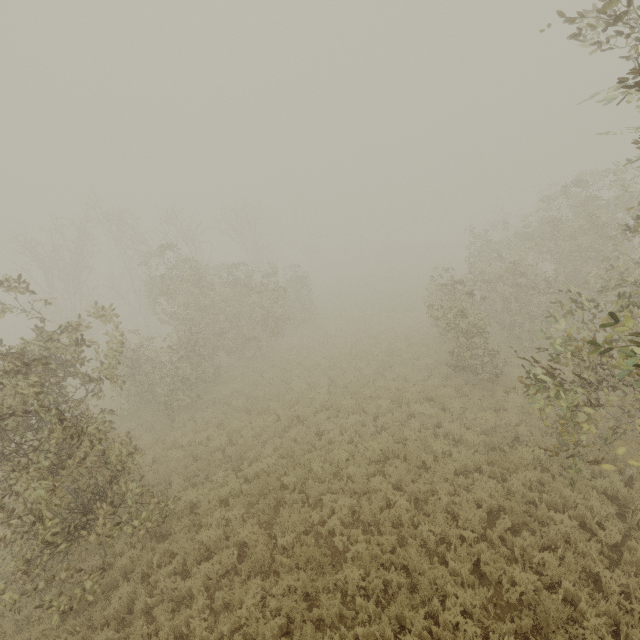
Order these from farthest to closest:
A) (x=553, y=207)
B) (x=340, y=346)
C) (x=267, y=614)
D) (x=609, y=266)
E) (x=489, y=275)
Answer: (x=553, y=207)
(x=340, y=346)
(x=489, y=275)
(x=609, y=266)
(x=267, y=614)
